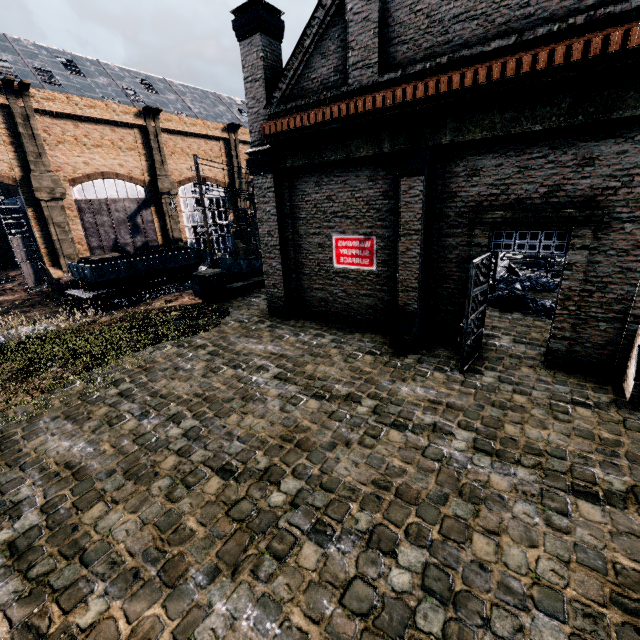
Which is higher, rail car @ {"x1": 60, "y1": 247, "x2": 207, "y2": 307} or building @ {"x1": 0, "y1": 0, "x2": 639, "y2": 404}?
building @ {"x1": 0, "y1": 0, "x2": 639, "y2": 404}

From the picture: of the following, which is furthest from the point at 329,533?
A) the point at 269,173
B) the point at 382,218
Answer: the point at 269,173

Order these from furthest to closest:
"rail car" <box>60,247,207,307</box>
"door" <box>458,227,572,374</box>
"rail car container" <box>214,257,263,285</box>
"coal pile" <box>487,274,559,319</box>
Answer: "rail car" <box>60,247,207,307</box> → "rail car container" <box>214,257,263,285</box> → "coal pile" <box>487,274,559,319</box> → "door" <box>458,227,572,374</box>

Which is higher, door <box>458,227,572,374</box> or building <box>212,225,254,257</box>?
door <box>458,227,572,374</box>

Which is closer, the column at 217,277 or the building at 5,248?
the column at 217,277

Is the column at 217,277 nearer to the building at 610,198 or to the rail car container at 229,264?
the rail car container at 229,264

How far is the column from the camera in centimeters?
1697cm

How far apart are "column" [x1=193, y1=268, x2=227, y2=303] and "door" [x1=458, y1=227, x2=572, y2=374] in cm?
1262
